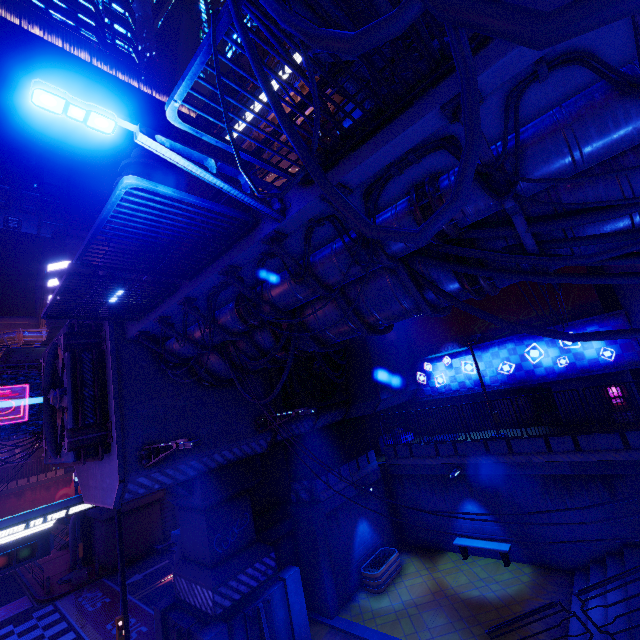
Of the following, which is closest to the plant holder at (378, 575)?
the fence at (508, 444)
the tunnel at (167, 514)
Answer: the fence at (508, 444)

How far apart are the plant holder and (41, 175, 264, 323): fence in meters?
14.9

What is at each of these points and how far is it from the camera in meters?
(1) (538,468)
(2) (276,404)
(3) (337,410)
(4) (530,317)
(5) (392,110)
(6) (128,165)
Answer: (1) beam, 13.8 m
(2) walkway, 15.9 m
(3) walkway, 19.1 m
(4) building, 20.2 m
(5) fence, 4.0 m
(6) building, 18.4 m

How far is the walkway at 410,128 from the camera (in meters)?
3.88

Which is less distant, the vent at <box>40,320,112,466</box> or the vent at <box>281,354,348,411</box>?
the vent at <box>40,320,112,466</box>

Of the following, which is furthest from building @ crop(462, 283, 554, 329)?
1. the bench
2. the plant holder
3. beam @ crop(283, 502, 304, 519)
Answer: beam @ crop(283, 502, 304, 519)

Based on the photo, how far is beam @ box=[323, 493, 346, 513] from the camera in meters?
14.7

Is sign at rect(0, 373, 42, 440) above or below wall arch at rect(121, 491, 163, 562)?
above
